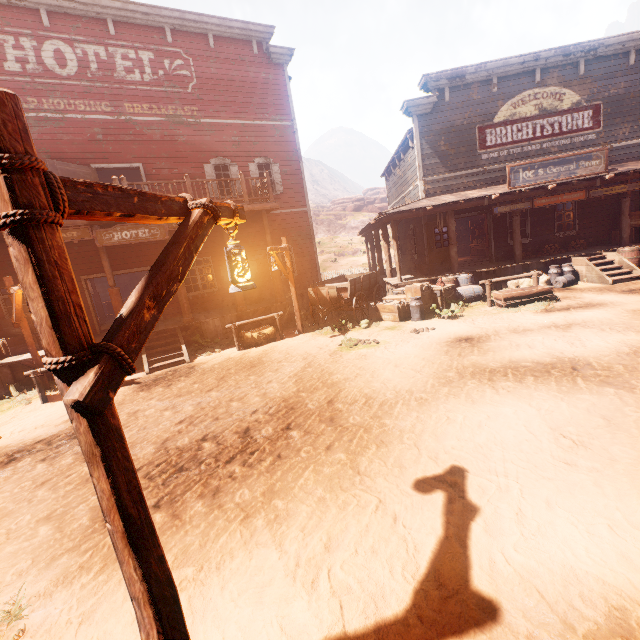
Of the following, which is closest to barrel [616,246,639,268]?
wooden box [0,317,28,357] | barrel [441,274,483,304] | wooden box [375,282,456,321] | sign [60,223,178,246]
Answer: barrel [441,274,483,304]

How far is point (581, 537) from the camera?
2.6 meters

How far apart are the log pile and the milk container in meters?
1.5

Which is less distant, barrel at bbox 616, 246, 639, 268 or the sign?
the sign

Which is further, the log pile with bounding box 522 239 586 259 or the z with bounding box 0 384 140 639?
the log pile with bounding box 522 239 586 259

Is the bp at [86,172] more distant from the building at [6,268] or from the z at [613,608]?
the z at [613,608]

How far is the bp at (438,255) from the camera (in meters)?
13.50

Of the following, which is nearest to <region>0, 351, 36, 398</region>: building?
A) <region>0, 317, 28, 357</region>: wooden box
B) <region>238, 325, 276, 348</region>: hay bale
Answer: <region>0, 317, 28, 357</region>: wooden box
